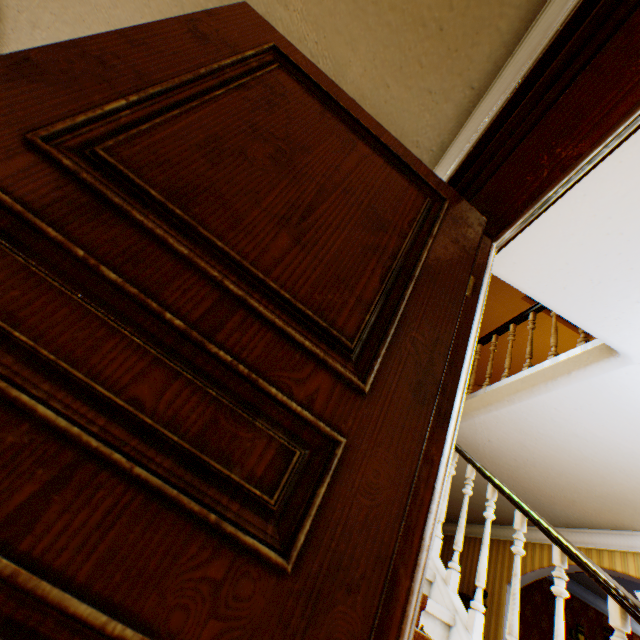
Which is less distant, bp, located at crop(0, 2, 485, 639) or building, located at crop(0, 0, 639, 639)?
bp, located at crop(0, 2, 485, 639)

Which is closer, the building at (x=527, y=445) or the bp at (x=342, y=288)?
the bp at (x=342, y=288)

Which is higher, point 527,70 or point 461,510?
point 527,70
